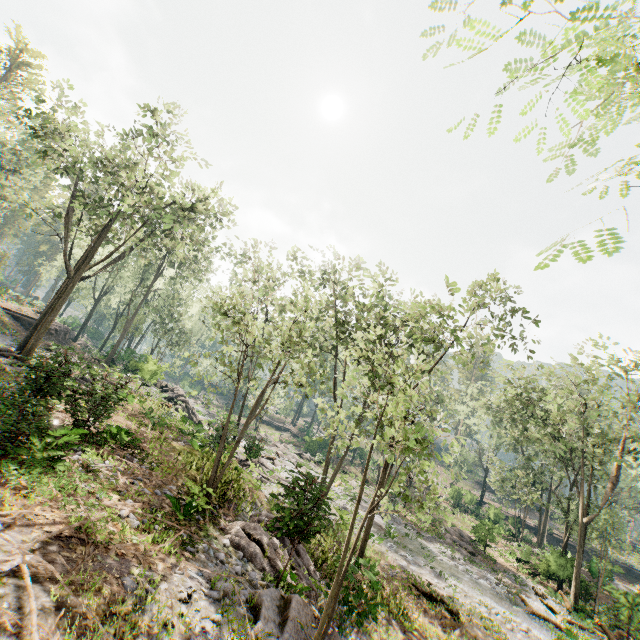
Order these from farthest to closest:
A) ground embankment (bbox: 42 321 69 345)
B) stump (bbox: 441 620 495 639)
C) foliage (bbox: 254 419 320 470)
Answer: ground embankment (bbox: 42 321 69 345) < foliage (bbox: 254 419 320 470) < stump (bbox: 441 620 495 639)

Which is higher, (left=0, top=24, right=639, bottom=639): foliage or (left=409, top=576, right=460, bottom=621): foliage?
(left=0, top=24, right=639, bottom=639): foliage

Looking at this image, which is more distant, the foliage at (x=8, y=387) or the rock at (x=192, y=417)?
the rock at (x=192, y=417)

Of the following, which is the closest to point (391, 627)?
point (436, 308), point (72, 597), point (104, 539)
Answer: point (104, 539)

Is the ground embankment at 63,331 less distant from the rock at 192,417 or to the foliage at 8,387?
the foliage at 8,387

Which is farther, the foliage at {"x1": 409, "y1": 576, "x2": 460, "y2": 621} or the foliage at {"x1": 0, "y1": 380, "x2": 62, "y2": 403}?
the foliage at {"x1": 409, "y1": 576, "x2": 460, "y2": 621}

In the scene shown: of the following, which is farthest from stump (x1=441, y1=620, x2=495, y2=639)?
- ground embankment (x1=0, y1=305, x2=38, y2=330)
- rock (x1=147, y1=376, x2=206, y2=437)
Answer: ground embankment (x1=0, y1=305, x2=38, y2=330)

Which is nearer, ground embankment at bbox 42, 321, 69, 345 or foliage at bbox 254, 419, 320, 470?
foliage at bbox 254, 419, 320, 470
